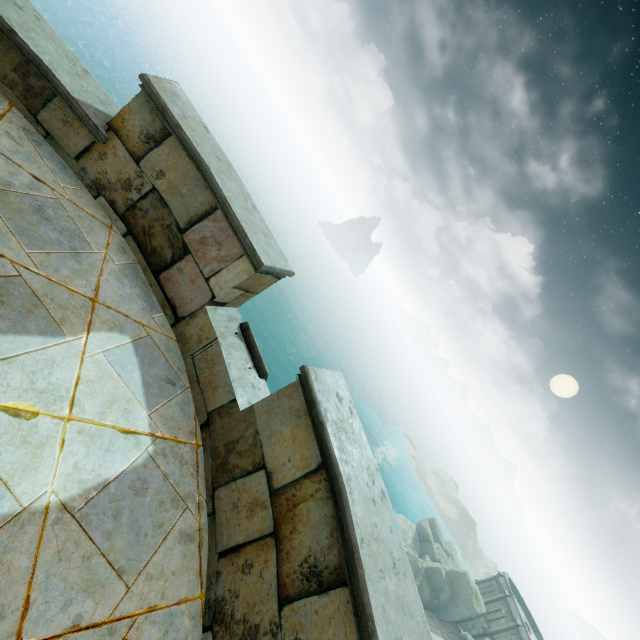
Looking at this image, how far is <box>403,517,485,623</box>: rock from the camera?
41.8 meters

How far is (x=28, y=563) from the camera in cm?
180

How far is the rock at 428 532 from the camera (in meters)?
41.75
